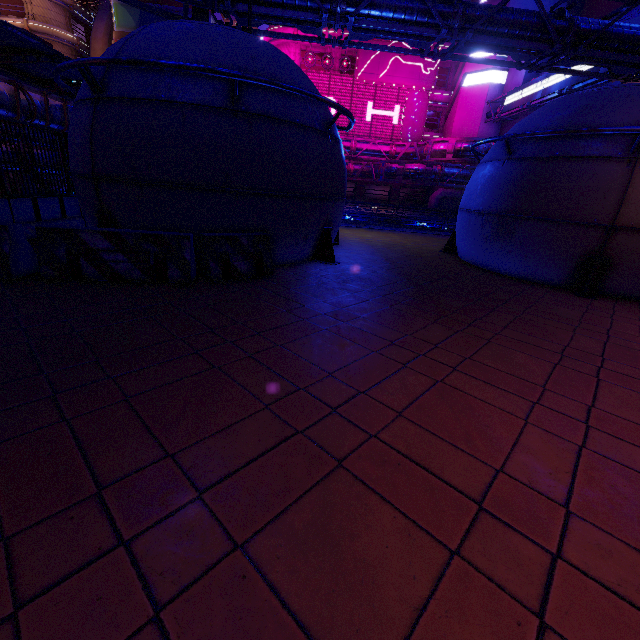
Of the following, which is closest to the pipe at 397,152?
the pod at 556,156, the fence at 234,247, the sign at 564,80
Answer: the sign at 564,80

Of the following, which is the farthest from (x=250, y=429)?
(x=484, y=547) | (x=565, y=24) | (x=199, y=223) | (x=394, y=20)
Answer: (x=565, y=24)

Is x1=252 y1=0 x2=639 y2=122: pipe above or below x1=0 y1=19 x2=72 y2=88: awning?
above

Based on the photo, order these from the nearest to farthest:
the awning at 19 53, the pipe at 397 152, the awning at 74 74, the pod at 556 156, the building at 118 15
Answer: →
the pod at 556 156
the awning at 19 53
the awning at 74 74
the pipe at 397 152
the building at 118 15

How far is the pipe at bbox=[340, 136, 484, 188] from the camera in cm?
3353

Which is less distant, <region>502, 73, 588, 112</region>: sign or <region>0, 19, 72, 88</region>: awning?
<region>0, 19, 72, 88</region>: awning

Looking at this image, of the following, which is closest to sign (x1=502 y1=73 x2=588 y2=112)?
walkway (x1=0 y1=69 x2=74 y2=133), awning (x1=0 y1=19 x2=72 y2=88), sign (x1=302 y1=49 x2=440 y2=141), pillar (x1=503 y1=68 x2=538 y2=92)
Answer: pillar (x1=503 y1=68 x2=538 y2=92)

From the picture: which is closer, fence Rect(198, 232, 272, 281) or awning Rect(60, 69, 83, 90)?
fence Rect(198, 232, 272, 281)
